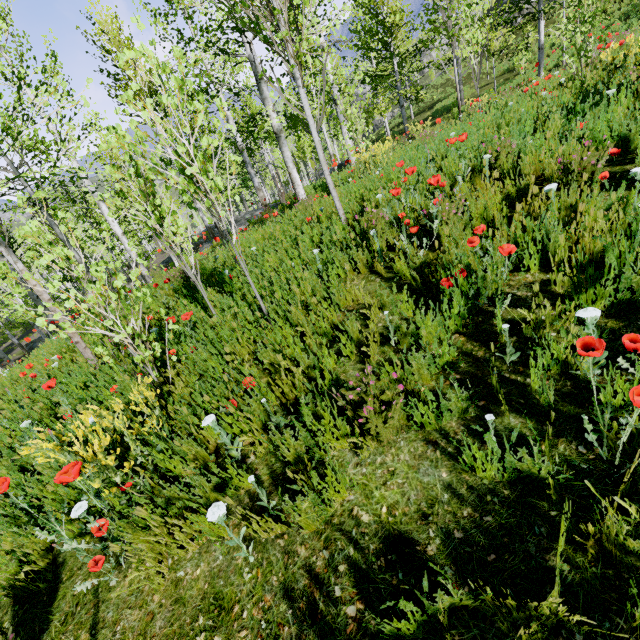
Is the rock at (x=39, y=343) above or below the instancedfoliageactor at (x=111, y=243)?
below

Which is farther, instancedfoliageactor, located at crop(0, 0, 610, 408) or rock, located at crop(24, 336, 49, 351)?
rock, located at crop(24, 336, 49, 351)

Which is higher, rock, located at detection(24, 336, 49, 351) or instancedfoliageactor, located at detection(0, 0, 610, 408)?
instancedfoliageactor, located at detection(0, 0, 610, 408)

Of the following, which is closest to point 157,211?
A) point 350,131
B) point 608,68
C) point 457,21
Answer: point 608,68

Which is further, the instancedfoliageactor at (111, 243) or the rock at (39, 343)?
the rock at (39, 343)

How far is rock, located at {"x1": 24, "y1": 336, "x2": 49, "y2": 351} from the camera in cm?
800
